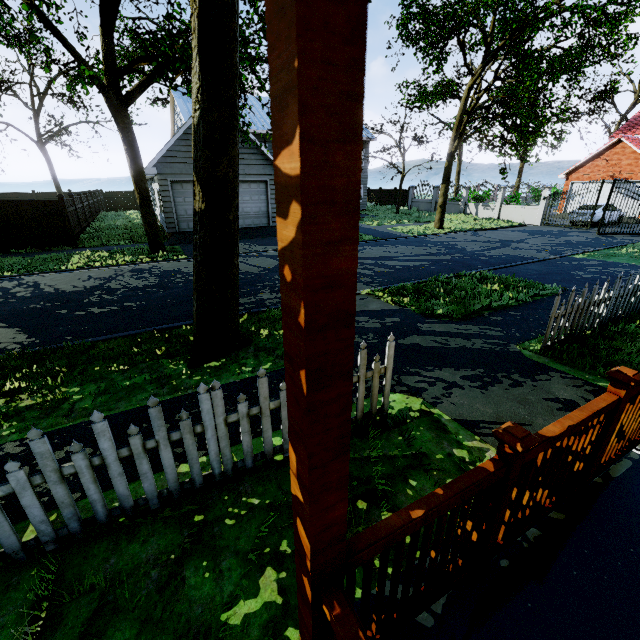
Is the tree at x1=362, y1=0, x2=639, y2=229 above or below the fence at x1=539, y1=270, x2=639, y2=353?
above

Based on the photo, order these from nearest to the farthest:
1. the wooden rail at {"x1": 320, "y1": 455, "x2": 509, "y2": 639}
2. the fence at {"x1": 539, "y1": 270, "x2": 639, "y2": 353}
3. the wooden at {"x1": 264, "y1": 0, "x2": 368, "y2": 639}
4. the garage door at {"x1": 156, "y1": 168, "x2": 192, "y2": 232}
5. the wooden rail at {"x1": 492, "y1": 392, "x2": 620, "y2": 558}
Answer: the wooden at {"x1": 264, "y1": 0, "x2": 368, "y2": 639}
the wooden rail at {"x1": 320, "y1": 455, "x2": 509, "y2": 639}
the wooden rail at {"x1": 492, "y1": 392, "x2": 620, "y2": 558}
the fence at {"x1": 539, "y1": 270, "x2": 639, "y2": 353}
the garage door at {"x1": 156, "y1": 168, "x2": 192, "y2": 232}

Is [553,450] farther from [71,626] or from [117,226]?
[117,226]

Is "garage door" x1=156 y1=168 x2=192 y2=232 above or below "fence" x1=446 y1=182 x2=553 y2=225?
above

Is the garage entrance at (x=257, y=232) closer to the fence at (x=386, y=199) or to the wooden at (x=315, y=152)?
the wooden at (x=315, y=152)

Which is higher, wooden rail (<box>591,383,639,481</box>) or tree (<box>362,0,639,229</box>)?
tree (<box>362,0,639,229</box>)

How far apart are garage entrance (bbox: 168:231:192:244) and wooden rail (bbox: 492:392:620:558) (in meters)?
16.40

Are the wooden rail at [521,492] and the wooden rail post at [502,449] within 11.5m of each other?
yes
